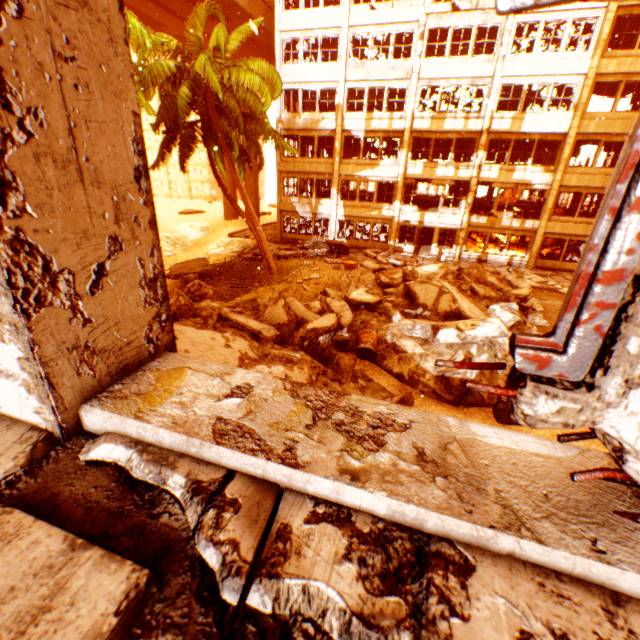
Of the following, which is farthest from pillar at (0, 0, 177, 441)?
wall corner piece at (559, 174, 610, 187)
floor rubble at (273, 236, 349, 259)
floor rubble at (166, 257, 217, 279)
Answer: wall corner piece at (559, 174, 610, 187)

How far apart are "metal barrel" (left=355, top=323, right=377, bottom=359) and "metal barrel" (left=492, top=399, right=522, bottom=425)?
2.9m

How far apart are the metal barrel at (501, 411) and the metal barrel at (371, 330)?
2.9 meters

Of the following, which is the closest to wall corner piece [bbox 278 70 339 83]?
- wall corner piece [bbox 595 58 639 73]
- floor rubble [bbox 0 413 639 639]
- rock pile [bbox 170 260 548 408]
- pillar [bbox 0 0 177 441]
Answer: wall corner piece [bbox 595 58 639 73]

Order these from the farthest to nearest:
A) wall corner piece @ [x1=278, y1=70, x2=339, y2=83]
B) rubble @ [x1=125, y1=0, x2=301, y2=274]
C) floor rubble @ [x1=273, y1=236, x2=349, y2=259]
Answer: wall corner piece @ [x1=278, y1=70, x2=339, y2=83]
floor rubble @ [x1=273, y1=236, x2=349, y2=259]
rubble @ [x1=125, y1=0, x2=301, y2=274]

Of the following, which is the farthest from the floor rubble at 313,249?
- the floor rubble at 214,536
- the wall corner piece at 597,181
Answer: the floor rubble at 214,536

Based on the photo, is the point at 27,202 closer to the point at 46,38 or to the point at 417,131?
the point at 46,38

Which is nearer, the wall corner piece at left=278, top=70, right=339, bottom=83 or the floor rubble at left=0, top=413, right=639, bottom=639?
the floor rubble at left=0, top=413, right=639, bottom=639
